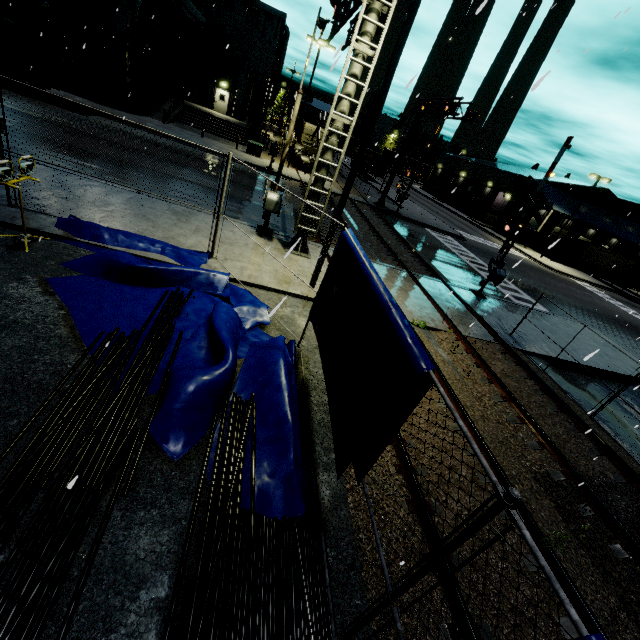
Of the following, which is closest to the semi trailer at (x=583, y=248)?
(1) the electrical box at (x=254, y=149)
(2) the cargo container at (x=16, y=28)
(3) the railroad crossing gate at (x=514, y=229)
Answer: (2) the cargo container at (x=16, y=28)

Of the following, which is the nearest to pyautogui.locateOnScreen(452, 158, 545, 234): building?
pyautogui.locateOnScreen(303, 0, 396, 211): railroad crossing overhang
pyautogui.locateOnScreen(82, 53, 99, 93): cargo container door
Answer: pyautogui.locateOnScreen(82, 53, 99, 93): cargo container door

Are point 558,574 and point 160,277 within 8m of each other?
no

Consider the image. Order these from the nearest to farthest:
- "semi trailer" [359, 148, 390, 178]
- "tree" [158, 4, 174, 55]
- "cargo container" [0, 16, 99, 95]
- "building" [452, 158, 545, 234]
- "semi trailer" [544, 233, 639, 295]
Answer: "cargo container" [0, 16, 99, 95], "tree" [158, 4, 174, 55], "semi trailer" [544, 233, 639, 295], "semi trailer" [359, 148, 390, 178], "building" [452, 158, 545, 234]

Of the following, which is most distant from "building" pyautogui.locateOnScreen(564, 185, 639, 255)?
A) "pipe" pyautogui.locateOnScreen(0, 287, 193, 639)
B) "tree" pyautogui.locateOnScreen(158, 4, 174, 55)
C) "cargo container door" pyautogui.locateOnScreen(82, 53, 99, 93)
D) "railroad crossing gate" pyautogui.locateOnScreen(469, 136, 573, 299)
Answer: "railroad crossing gate" pyautogui.locateOnScreen(469, 136, 573, 299)

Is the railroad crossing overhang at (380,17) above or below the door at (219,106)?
above

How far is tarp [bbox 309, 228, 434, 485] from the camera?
3.2m

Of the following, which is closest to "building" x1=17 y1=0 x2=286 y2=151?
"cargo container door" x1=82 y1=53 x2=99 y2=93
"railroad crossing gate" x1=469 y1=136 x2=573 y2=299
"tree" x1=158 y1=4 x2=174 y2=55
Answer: "tree" x1=158 y1=4 x2=174 y2=55
